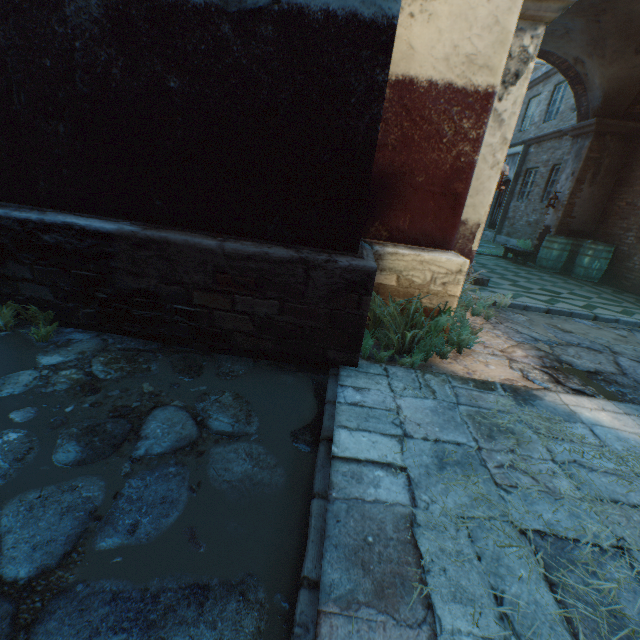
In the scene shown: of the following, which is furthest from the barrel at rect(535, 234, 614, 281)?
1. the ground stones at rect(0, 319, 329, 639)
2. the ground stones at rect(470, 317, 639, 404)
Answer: the ground stones at rect(0, 319, 329, 639)

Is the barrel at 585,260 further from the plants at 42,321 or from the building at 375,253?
the plants at 42,321

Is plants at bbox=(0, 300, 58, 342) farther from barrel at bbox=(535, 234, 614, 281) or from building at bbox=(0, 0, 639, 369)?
barrel at bbox=(535, 234, 614, 281)

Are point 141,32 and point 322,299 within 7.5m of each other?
yes

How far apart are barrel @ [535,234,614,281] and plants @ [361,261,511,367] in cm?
795

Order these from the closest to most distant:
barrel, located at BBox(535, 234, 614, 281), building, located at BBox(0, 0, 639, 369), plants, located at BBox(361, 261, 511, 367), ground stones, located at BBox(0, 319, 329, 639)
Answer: ground stones, located at BBox(0, 319, 329, 639) → building, located at BBox(0, 0, 639, 369) → plants, located at BBox(361, 261, 511, 367) → barrel, located at BBox(535, 234, 614, 281)

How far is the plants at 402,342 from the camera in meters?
3.0 m

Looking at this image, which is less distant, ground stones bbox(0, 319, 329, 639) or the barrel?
ground stones bbox(0, 319, 329, 639)
